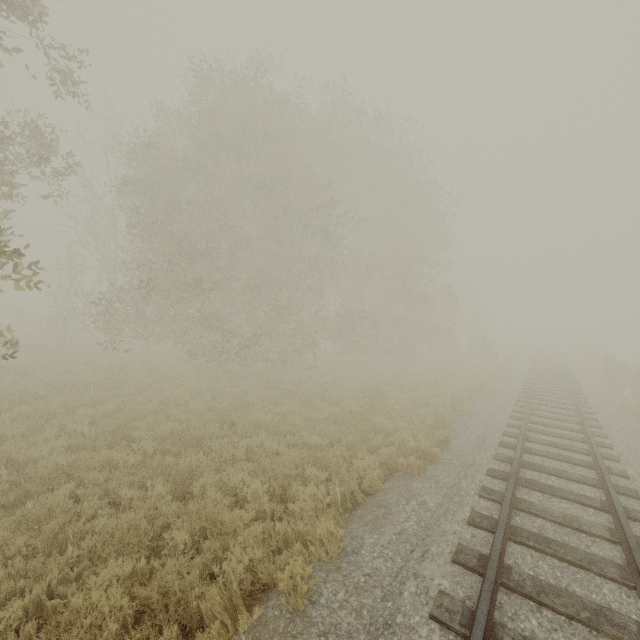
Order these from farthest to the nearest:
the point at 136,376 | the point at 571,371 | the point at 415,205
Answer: the point at 415,205, the point at 571,371, the point at 136,376
